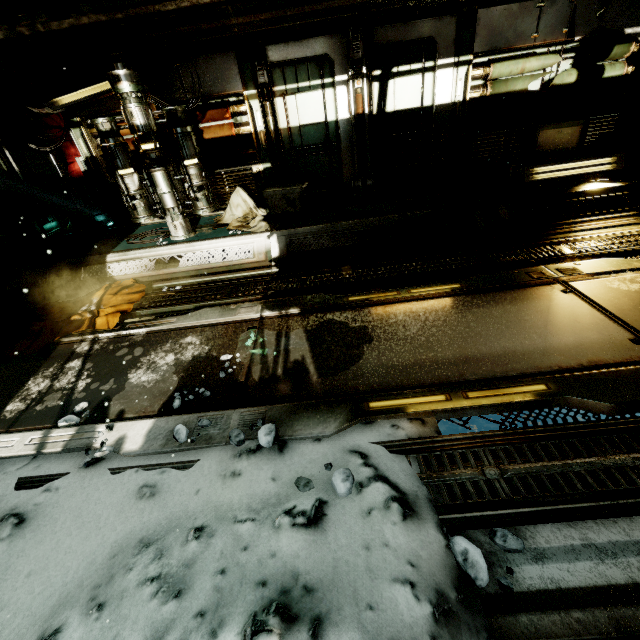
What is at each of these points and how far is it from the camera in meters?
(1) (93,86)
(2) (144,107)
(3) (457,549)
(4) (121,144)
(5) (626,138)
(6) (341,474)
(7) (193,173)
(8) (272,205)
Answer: (1) ceiling light, 5.2 m
(2) generator, 4.7 m
(3) rock, 1.6 m
(4) generator, 4.9 m
(5) cloth, 5.7 m
(6) rock, 2.0 m
(7) generator, 5.1 m
(8) crate, 5.9 m

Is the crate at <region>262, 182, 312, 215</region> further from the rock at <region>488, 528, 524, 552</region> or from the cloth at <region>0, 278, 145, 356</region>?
the rock at <region>488, 528, 524, 552</region>

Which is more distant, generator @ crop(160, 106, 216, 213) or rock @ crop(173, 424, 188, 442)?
generator @ crop(160, 106, 216, 213)

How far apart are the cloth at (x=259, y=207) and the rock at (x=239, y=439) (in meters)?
3.86

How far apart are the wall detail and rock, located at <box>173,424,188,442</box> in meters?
5.3 m

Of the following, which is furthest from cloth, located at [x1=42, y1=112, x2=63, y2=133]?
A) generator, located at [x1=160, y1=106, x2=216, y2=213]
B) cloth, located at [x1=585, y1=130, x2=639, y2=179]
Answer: cloth, located at [x1=585, y1=130, x2=639, y2=179]

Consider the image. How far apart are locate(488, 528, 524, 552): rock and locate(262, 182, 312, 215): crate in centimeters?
534cm

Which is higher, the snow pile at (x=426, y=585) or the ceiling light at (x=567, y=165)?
the ceiling light at (x=567, y=165)
